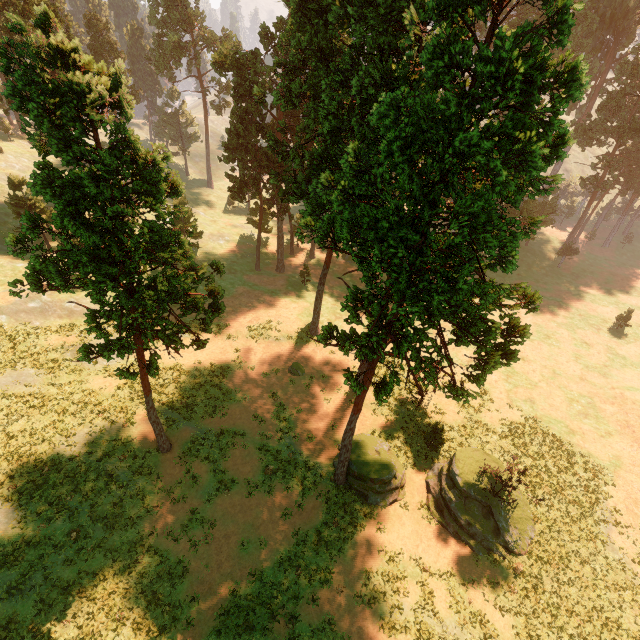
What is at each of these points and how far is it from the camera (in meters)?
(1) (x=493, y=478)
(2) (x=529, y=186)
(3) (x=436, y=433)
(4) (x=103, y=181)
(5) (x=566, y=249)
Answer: (1) treerock, 24.34
(2) treerock, 12.18
(3) treerock, 26.92
(4) treerock, 11.77
(5) treerock, 57.97

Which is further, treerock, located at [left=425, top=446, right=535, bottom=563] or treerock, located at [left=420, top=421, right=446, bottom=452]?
treerock, located at [left=420, top=421, right=446, bottom=452]

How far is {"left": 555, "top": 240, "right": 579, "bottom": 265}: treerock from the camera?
56.9m

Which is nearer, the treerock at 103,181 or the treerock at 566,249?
the treerock at 103,181

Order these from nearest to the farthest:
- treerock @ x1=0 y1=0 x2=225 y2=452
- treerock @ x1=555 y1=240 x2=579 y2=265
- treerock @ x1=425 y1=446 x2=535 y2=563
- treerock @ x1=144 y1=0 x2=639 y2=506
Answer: treerock @ x1=144 y1=0 x2=639 y2=506 → treerock @ x1=0 y1=0 x2=225 y2=452 → treerock @ x1=425 y1=446 x2=535 y2=563 → treerock @ x1=555 y1=240 x2=579 y2=265

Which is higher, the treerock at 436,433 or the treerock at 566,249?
the treerock at 566,249
